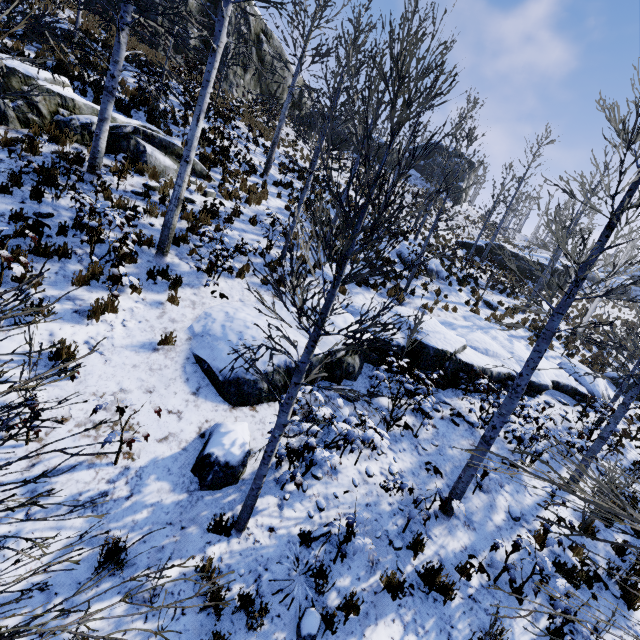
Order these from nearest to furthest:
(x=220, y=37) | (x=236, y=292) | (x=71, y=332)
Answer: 1. (x=71, y=332)
2. (x=220, y=37)
3. (x=236, y=292)

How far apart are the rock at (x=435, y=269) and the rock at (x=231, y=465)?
12.1 meters

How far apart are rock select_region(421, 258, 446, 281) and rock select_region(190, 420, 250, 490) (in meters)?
12.10

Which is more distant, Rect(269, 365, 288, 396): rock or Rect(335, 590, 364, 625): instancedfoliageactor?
Rect(269, 365, 288, 396): rock

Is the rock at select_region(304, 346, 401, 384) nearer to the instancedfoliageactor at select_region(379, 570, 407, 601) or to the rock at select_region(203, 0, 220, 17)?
the instancedfoliageactor at select_region(379, 570, 407, 601)

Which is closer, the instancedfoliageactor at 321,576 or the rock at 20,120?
the instancedfoliageactor at 321,576

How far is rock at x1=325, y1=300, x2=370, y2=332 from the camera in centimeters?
809cm
